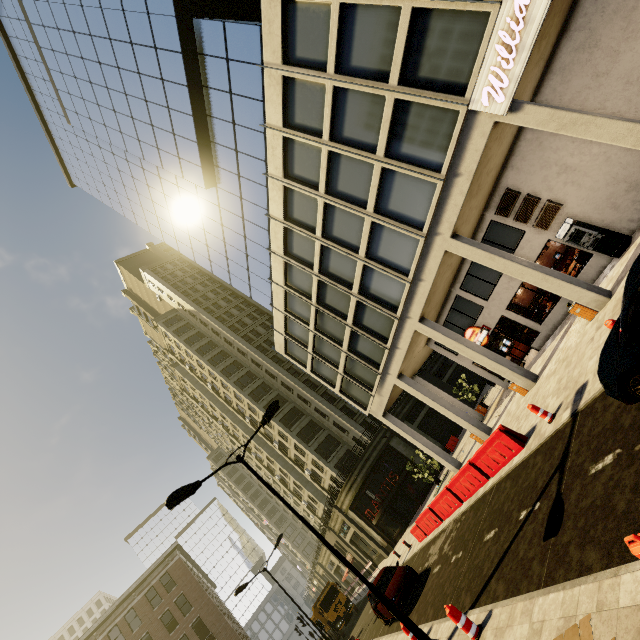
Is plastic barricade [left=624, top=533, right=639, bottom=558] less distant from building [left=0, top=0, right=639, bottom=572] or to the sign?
building [left=0, top=0, right=639, bottom=572]

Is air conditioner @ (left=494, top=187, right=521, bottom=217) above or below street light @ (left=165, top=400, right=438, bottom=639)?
below

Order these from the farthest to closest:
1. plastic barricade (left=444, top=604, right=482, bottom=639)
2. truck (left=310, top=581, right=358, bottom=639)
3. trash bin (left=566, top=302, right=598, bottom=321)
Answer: truck (left=310, top=581, right=358, bottom=639)
trash bin (left=566, top=302, right=598, bottom=321)
plastic barricade (left=444, top=604, right=482, bottom=639)

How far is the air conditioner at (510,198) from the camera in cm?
1532

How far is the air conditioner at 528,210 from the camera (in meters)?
14.93

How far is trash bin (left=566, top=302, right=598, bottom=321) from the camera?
11.93m

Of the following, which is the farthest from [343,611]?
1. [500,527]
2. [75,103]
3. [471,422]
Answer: [75,103]

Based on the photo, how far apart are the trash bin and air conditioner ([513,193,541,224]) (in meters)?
4.89
